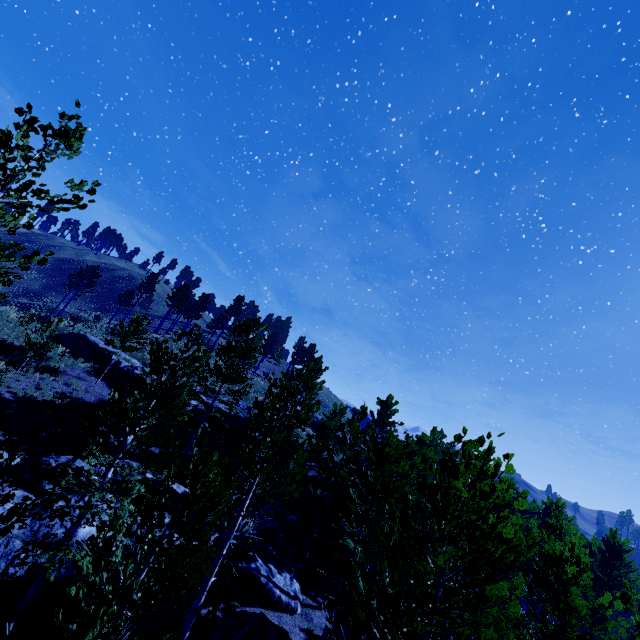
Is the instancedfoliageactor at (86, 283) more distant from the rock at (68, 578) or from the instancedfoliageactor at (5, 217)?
the instancedfoliageactor at (5, 217)

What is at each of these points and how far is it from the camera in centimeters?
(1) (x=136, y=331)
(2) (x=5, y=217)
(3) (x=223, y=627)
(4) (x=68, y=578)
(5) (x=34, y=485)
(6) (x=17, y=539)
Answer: (1) instancedfoliageactor, 2530cm
(2) instancedfoliageactor, 813cm
(3) rock, 1160cm
(4) rock, 1080cm
(5) rock, 1255cm
(6) rock, 1084cm

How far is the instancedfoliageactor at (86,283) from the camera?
46.4m

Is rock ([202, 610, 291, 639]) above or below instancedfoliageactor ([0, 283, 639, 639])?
below

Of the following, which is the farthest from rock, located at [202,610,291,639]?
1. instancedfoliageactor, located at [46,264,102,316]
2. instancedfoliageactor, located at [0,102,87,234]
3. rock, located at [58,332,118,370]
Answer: instancedfoliageactor, located at [46,264,102,316]

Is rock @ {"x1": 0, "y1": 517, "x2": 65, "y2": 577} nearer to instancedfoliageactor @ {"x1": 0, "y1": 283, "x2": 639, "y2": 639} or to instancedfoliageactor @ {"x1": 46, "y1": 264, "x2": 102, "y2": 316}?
instancedfoliageactor @ {"x1": 0, "y1": 283, "x2": 639, "y2": 639}
